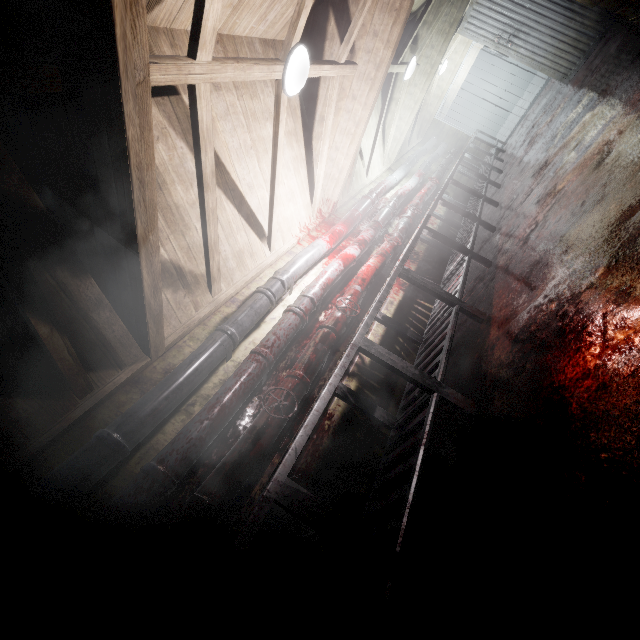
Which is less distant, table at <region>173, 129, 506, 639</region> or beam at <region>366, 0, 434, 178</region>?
table at <region>173, 129, 506, 639</region>

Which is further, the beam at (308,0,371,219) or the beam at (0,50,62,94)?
the beam at (308,0,371,219)

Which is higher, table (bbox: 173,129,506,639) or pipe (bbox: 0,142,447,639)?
pipe (bbox: 0,142,447,639)

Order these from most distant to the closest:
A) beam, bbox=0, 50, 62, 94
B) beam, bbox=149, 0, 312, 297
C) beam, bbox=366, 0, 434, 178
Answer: beam, bbox=366, 0, 434, 178 < beam, bbox=149, 0, 312, 297 < beam, bbox=0, 50, 62, 94

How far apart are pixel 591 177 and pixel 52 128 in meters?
3.2

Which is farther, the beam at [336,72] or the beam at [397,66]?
the beam at [397,66]

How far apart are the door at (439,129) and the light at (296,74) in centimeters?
777cm

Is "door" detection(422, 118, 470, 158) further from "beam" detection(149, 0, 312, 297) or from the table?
"beam" detection(149, 0, 312, 297)
